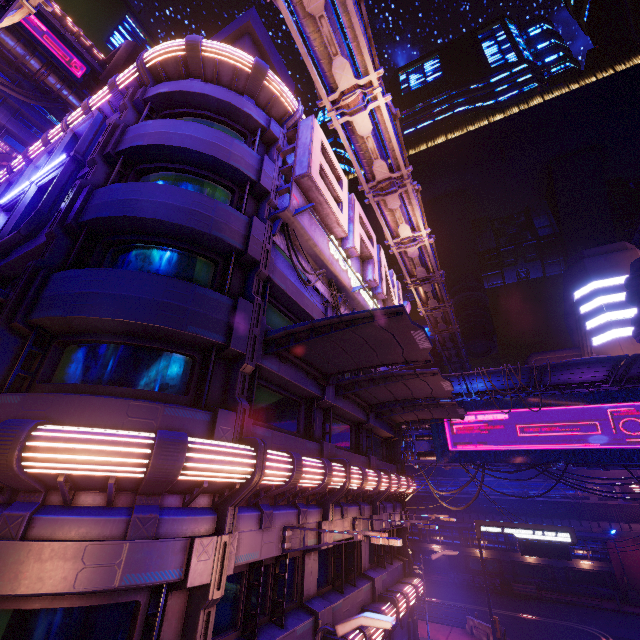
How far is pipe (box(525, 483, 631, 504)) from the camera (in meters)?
34.59

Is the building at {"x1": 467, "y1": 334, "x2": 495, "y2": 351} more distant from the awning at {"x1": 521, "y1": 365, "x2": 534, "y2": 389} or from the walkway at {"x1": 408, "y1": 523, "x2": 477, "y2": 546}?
the awning at {"x1": 521, "y1": 365, "x2": 534, "y2": 389}

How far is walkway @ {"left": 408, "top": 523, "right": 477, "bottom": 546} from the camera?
39.16m

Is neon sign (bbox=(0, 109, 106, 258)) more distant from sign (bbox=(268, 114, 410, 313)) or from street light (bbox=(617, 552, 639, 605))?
street light (bbox=(617, 552, 639, 605))

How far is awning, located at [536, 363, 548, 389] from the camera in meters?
19.1

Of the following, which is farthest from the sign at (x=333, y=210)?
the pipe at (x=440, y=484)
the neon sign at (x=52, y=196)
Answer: the pipe at (x=440, y=484)

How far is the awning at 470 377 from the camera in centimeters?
2084cm

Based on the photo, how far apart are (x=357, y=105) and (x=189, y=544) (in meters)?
16.65
